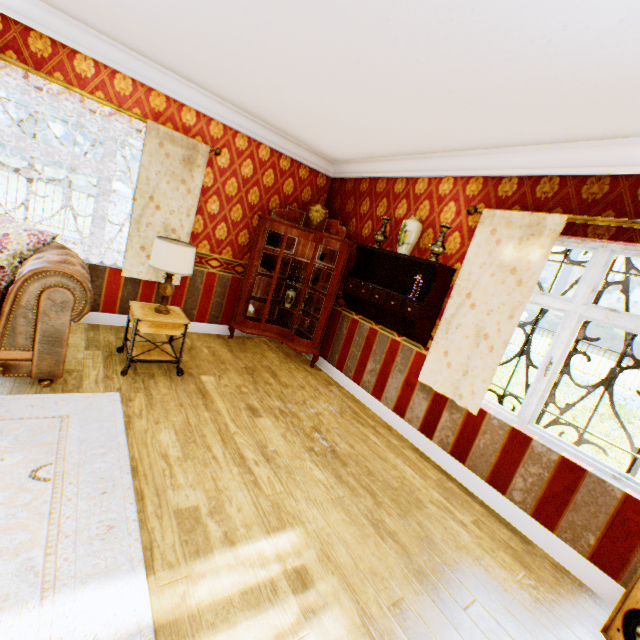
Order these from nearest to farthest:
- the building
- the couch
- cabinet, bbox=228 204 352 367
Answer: Result: the building < the couch < cabinet, bbox=228 204 352 367

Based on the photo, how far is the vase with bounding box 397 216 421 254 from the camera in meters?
3.7

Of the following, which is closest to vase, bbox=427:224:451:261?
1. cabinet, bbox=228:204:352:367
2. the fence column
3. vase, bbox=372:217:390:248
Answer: vase, bbox=372:217:390:248

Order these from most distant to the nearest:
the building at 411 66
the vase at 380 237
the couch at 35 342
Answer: the vase at 380 237, the couch at 35 342, the building at 411 66

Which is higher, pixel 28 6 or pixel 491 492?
pixel 28 6

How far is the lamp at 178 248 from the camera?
3.17m

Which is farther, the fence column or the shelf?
the fence column

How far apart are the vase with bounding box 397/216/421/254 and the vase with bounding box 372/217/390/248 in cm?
41
